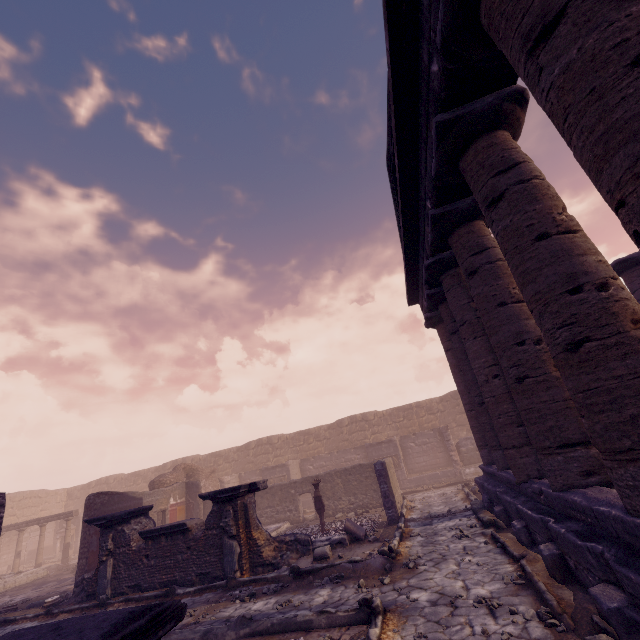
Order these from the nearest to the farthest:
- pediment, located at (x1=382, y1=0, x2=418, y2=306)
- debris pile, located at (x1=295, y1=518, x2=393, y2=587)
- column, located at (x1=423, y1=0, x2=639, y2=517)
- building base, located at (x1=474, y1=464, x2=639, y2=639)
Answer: column, located at (x1=423, y1=0, x2=639, y2=517)
building base, located at (x1=474, y1=464, x2=639, y2=639)
pediment, located at (x1=382, y1=0, x2=418, y2=306)
debris pile, located at (x1=295, y1=518, x2=393, y2=587)

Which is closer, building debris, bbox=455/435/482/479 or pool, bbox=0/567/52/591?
pool, bbox=0/567/52/591

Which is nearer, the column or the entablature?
the column

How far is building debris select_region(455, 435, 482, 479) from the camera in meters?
17.2 m

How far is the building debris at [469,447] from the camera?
17.20m

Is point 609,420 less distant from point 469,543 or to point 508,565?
point 508,565

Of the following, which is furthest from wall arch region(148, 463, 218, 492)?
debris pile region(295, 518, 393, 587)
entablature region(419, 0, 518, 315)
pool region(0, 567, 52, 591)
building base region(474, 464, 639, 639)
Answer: entablature region(419, 0, 518, 315)

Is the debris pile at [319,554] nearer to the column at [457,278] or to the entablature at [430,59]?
the column at [457,278]
